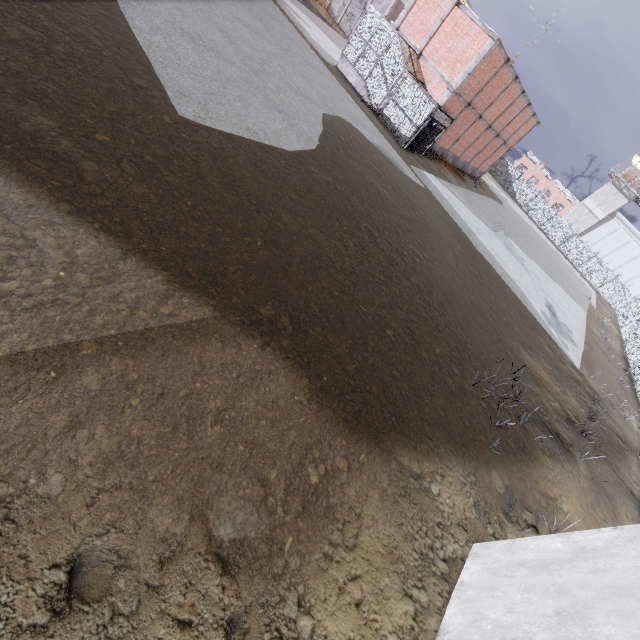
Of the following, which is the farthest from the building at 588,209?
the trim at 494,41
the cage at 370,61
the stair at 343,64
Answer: the stair at 343,64

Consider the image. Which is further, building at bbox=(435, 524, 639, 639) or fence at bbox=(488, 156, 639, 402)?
fence at bbox=(488, 156, 639, 402)

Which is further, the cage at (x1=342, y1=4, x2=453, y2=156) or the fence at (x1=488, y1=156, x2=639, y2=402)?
the fence at (x1=488, y1=156, x2=639, y2=402)

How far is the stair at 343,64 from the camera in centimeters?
2197cm

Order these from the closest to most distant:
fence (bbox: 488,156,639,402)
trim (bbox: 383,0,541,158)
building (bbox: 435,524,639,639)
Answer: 1. building (bbox: 435,524,639,639)
2. trim (bbox: 383,0,541,158)
3. fence (bbox: 488,156,639,402)

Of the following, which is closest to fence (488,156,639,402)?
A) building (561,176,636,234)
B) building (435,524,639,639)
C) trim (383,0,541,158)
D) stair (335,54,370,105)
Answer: building (435,524,639,639)

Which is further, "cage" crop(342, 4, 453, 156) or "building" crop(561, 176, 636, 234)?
"building" crop(561, 176, 636, 234)

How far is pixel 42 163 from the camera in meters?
4.7 m
